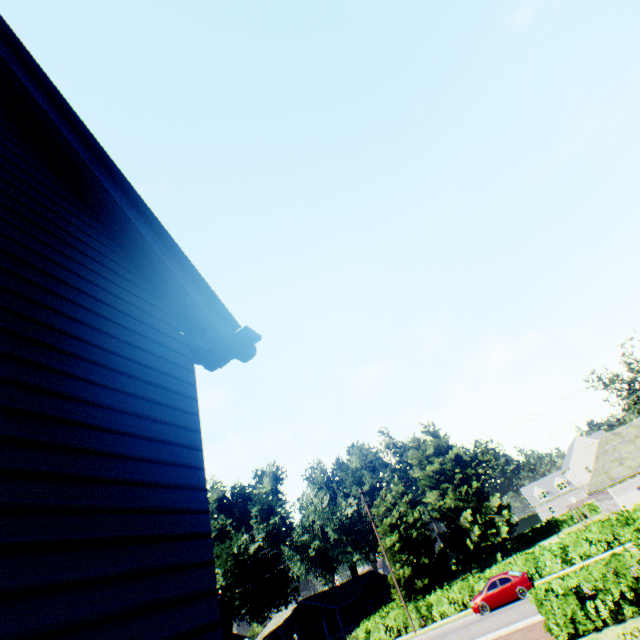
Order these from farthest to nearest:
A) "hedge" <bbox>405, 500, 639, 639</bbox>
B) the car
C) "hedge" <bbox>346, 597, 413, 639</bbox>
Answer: "hedge" <bbox>346, 597, 413, 639</bbox> < the car < "hedge" <bbox>405, 500, 639, 639</bbox>

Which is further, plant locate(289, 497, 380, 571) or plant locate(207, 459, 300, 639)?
plant locate(289, 497, 380, 571)

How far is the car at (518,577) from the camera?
23.2 meters

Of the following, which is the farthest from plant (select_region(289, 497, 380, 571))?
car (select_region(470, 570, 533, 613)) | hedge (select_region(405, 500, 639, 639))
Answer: car (select_region(470, 570, 533, 613))

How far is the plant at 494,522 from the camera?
52.7 meters

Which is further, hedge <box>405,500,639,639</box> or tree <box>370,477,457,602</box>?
tree <box>370,477,457,602</box>

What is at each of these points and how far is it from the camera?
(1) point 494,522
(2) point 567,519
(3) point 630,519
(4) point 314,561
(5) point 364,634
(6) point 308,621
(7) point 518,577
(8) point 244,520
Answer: (1) plant, 53.4m
(2) hedge, 56.7m
(3) hedge, 12.6m
(4) plant, 57.5m
(5) hedge, 29.7m
(6) house, 47.7m
(7) car, 23.5m
(8) plant, 46.9m

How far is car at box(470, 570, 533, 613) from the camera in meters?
23.2 m
